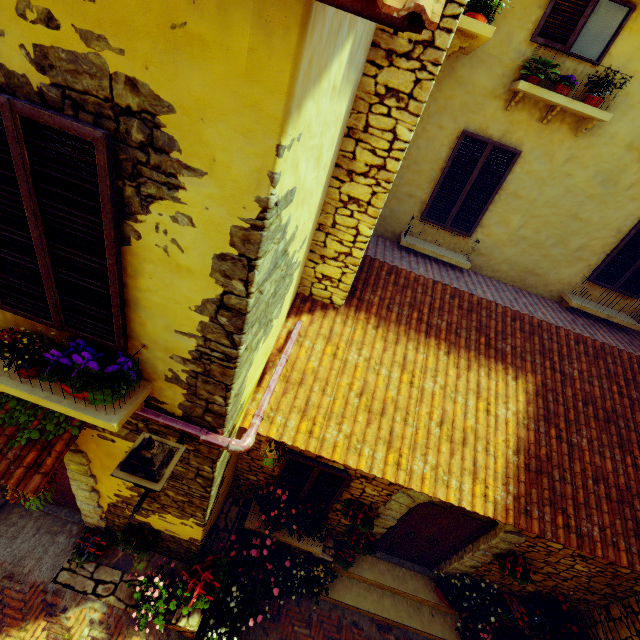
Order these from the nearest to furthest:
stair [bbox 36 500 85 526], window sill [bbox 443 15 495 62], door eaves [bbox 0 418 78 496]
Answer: door eaves [bbox 0 418 78 496]
window sill [bbox 443 15 495 62]
stair [bbox 36 500 85 526]

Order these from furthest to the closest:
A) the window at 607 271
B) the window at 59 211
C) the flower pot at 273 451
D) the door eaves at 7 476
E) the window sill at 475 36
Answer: the window at 607 271, the flower pot at 273 451, the window sill at 475 36, the door eaves at 7 476, the window at 59 211

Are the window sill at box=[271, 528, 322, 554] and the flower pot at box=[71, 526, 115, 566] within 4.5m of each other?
yes

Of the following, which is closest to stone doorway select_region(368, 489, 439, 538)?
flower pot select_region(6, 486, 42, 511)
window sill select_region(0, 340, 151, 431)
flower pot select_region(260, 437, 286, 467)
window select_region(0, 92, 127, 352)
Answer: flower pot select_region(260, 437, 286, 467)

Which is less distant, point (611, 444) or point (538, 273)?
point (611, 444)

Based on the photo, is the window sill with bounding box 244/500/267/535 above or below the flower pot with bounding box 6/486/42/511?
below

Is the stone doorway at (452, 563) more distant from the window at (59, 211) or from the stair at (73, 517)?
the stair at (73, 517)

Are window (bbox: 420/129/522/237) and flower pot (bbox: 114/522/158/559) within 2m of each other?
no
